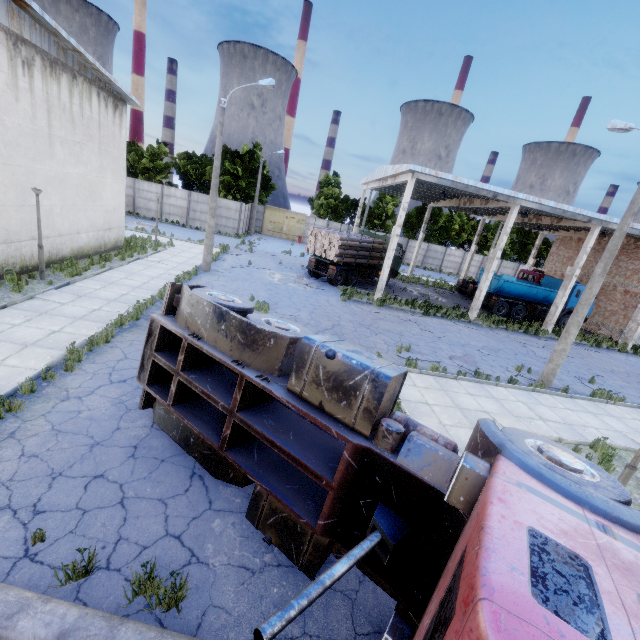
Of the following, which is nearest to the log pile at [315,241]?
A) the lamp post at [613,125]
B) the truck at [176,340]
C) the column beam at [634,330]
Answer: the lamp post at [613,125]

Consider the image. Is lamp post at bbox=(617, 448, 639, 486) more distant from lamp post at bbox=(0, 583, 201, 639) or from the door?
the door

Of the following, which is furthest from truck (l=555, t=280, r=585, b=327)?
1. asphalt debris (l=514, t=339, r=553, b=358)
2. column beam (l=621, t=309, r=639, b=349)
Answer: asphalt debris (l=514, t=339, r=553, b=358)

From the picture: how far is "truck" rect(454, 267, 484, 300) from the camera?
26.69m

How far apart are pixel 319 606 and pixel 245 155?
44.7m

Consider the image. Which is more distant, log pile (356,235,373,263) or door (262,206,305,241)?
door (262,206,305,241)

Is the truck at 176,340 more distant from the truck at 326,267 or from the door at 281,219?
the door at 281,219
